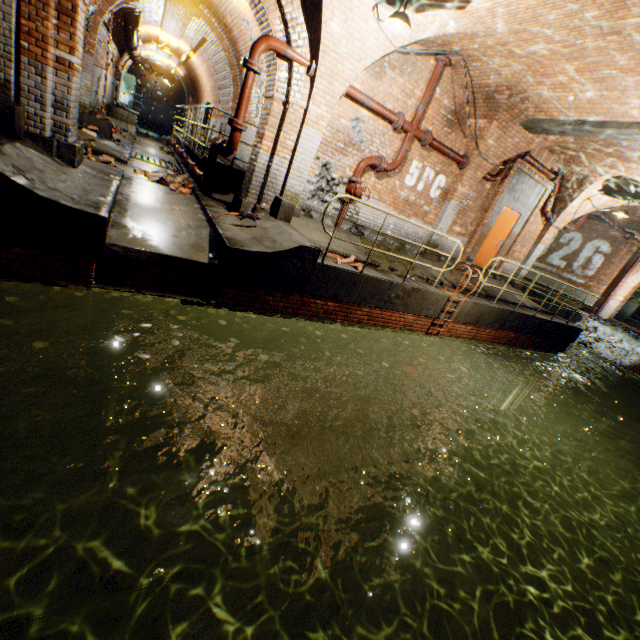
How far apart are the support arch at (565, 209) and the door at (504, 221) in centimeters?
164cm

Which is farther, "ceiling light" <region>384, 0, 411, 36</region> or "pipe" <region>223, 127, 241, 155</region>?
"pipe" <region>223, 127, 241, 155</region>

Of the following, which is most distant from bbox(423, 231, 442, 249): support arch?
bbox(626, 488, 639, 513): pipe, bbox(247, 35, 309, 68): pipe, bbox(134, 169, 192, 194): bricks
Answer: bbox(626, 488, 639, 513): pipe

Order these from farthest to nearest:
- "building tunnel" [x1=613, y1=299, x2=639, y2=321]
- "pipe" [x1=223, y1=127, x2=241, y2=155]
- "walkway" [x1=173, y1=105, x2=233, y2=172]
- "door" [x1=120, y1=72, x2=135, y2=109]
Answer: "door" [x1=120, y1=72, x2=135, y2=109]
"building tunnel" [x1=613, y1=299, x2=639, y2=321]
"walkway" [x1=173, y1=105, x2=233, y2=172]
"pipe" [x1=223, y1=127, x2=241, y2=155]

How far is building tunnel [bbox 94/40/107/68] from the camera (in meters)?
11.29

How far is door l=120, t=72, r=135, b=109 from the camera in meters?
22.2

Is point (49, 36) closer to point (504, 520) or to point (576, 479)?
point (504, 520)

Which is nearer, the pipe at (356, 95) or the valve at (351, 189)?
the pipe at (356, 95)
